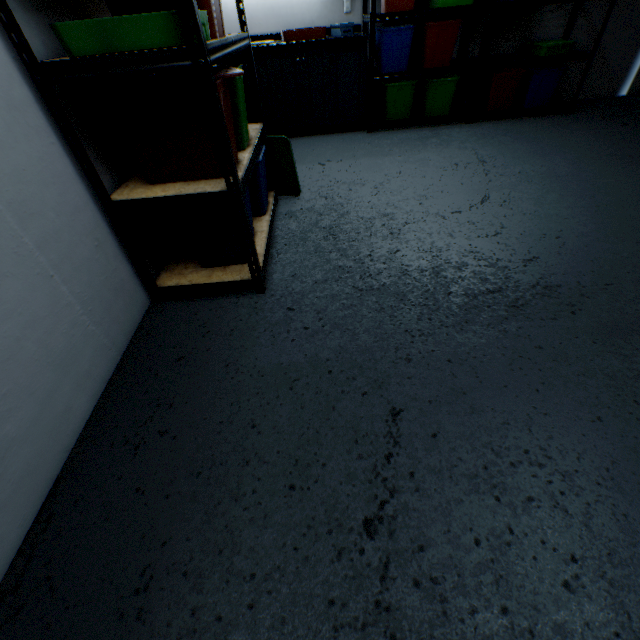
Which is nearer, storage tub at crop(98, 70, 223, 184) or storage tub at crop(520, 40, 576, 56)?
storage tub at crop(98, 70, 223, 184)

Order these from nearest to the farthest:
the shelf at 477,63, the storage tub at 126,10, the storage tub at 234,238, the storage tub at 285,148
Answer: the storage tub at 126,10 → the storage tub at 234,238 → the storage tub at 285,148 → the shelf at 477,63

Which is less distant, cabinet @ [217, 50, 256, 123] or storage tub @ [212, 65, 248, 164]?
storage tub @ [212, 65, 248, 164]

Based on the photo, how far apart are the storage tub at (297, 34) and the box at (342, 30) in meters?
0.1 m

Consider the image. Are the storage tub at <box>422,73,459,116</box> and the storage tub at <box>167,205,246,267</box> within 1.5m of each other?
no

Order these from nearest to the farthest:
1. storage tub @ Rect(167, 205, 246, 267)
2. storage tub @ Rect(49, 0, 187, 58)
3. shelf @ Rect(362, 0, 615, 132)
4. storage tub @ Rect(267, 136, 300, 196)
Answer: storage tub @ Rect(49, 0, 187, 58) → storage tub @ Rect(167, 205, 246, 267) → storage tub @ Rect(267, 136, 300, 196) → shelf @ Rect(362, 0, 615, 132)

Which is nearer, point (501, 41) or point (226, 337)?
point (226, 337)

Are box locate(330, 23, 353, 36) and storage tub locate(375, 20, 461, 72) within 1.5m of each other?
yes
